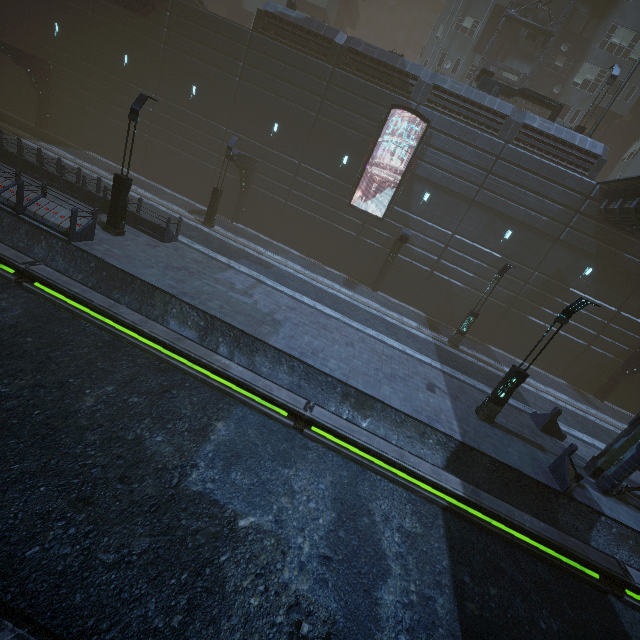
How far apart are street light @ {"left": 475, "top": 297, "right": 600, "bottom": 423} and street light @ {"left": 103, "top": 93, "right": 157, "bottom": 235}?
16.74m

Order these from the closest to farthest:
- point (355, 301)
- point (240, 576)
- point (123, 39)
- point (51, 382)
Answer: point (240, 576), point (51, 382), point (355, 301), point (123, 39)

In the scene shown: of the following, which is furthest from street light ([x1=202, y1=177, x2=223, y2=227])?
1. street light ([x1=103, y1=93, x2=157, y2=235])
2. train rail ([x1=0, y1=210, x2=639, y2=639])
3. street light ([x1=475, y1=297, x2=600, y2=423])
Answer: street light ([x1=475, y1=297, x2=600, y2=423])

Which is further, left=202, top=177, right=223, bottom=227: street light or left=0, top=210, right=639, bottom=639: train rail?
left=202, top=177, right=223, bottom=227: street light

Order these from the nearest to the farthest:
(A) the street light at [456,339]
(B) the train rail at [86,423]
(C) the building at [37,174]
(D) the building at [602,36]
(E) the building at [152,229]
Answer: (B) the train rail at [86,423] → (C) the building at [37,174] → (E) the building at [152,229] → (A) the street light at [456,339] → (D) the building at [602,36]

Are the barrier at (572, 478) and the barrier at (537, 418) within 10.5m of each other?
yes

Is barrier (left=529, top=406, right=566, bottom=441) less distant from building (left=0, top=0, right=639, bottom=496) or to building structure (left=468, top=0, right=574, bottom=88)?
building (left=0, top=0, right=639, bottom=496)

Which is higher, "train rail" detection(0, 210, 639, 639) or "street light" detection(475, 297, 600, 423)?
"street light" detection(475, 297, 600, 423)
